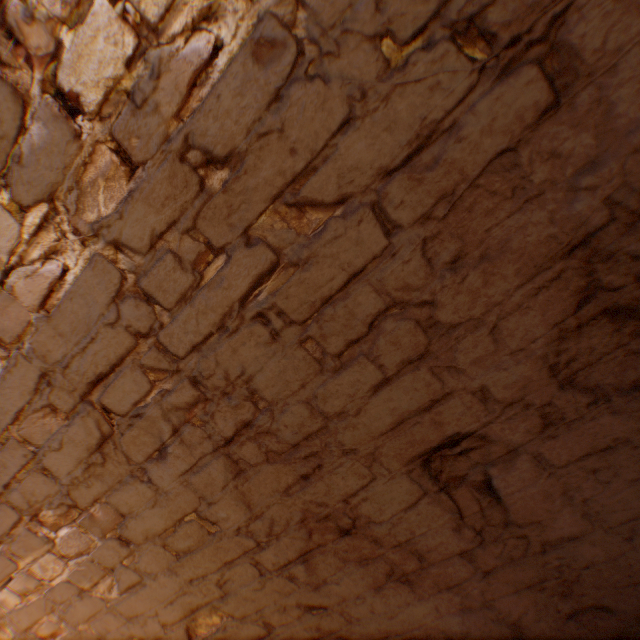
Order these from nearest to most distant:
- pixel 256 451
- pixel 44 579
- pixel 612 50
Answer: pixel 612 50 < pixel 256 451 < pixel 44 579
